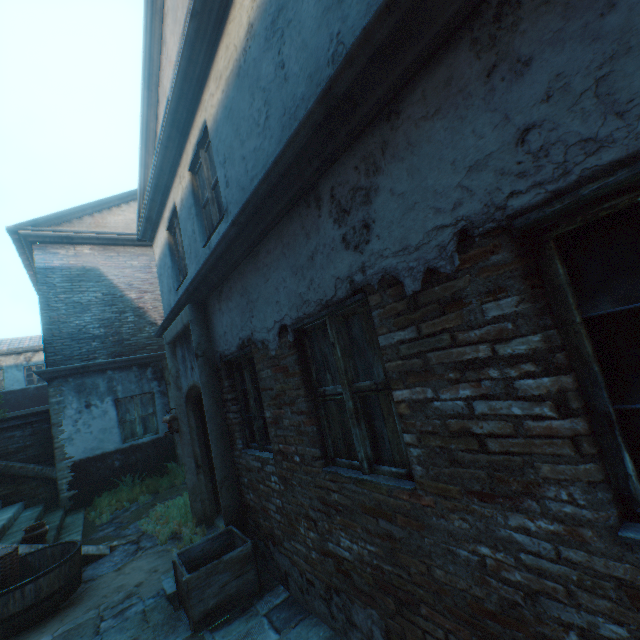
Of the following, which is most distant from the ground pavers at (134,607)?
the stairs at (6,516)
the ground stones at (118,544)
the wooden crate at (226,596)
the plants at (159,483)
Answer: the plants at (159,483)

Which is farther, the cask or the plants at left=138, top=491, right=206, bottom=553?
the plants at left=138, top=491, right=206, bottom=553

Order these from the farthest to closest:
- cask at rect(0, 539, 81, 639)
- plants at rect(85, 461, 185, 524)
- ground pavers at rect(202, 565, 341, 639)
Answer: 1. plants at rect(85, 461, 185, 524)
2. cask at rect(0, 539, 81, 639)
3. ground pavers at rect(202, 565, 341, 639)

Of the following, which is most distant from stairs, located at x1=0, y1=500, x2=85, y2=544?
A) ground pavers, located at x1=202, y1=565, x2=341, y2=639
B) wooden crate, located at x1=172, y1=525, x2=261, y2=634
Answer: wooden crate, located at x1=172, y1=525, x2=261, y2=634

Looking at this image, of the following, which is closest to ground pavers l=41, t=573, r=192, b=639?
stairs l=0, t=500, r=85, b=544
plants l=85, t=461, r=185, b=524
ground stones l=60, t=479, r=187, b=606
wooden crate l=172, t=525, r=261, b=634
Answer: wooden crate l=172, t=525, r=261, b=634

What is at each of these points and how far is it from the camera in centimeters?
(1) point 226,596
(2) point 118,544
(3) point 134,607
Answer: (1) wooden crate, 350cm
(2) ground stones, 598cm
(3) ground pavers, 396cm

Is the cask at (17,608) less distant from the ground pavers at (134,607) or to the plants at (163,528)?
the ground pavers at (134,607)

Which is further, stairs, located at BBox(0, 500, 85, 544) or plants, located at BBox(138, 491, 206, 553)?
stairs, located at BBox(0, 500, 85, 544)
